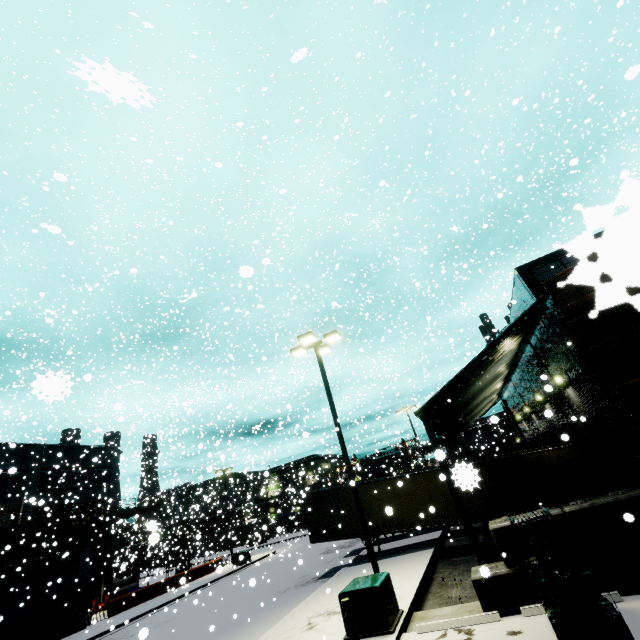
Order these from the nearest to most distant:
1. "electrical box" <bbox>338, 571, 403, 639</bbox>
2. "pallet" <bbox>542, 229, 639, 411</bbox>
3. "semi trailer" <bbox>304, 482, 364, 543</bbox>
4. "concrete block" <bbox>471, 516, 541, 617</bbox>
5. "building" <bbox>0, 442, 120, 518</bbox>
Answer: "pallet" <bbox>542, 229, 639, 411</bbox>, "concrete block" <bbox>471, 516, 541, 617</bbox>, "electrical box" <bbox>338, 571, 403, 639</bbox>, "semi trailer" <bbox>304, 482, 364, 543</bbox>, "building" <bbox>0, 442, 120, 518</bbox>

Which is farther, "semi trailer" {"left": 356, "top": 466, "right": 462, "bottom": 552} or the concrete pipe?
the concrete pipe

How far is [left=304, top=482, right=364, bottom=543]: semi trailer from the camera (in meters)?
18.64

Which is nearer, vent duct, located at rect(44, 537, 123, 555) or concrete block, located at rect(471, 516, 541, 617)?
concrete block, located at rect(471, 516, 541, 617)

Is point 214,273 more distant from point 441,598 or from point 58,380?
point 58,380

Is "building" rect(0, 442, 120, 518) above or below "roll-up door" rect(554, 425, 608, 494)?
above

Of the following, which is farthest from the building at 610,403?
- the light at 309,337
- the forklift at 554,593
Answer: the light at 309,337
